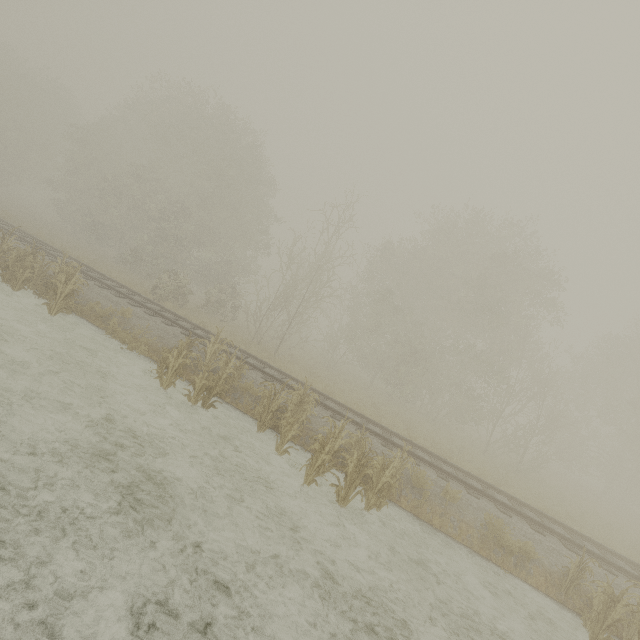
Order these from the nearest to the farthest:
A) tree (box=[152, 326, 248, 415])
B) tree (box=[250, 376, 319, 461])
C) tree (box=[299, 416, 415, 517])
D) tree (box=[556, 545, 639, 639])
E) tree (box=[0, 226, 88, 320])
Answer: tree (box=[556, 545, 639, 639]) → tree (box=[299, 416, 415, 517]) → tree (box=[250, 376, 319, 461]) → tree (box=[152, 326, 248, 415]) → tree (box=[0, 226, 88, 320])

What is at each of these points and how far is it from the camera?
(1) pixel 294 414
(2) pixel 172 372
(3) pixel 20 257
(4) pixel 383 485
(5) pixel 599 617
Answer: (1) tree, 9.70m
(2) tree, 9.02m
(3) tree, 11.59m
(4) tree, 7.91m
(5) tree, 6.68m

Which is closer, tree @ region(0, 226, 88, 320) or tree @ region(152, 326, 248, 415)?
tree @ region(152, 326, 248, 415)

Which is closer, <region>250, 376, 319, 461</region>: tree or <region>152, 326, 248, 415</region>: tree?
<region>250, 376, 319, 461</region>: tree

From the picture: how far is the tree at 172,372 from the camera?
8.9m

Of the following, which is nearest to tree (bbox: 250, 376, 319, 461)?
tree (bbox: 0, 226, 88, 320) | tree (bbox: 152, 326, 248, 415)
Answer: tree (bbox: 152, 326, 248, 415)

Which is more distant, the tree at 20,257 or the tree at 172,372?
the tree at 20,257
